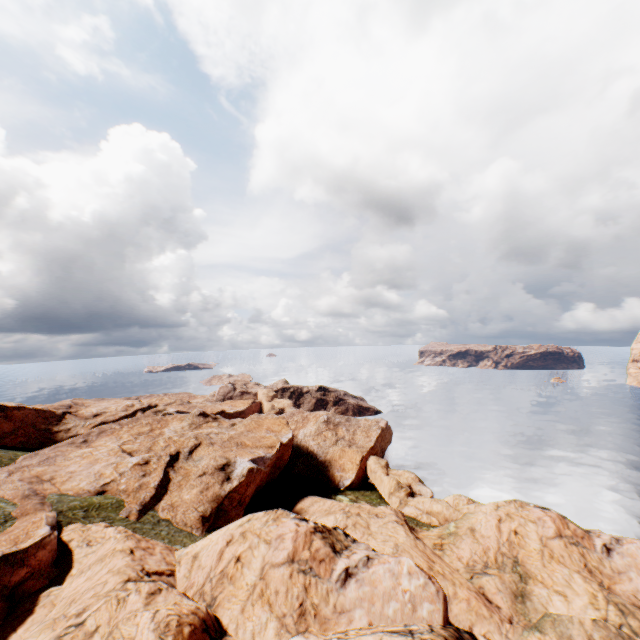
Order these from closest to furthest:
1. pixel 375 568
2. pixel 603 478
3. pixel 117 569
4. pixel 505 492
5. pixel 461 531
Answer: pixel 117 569 → pixel 375 568 → pixel 461 531 → pixel 505 492 → pixel 603 478
